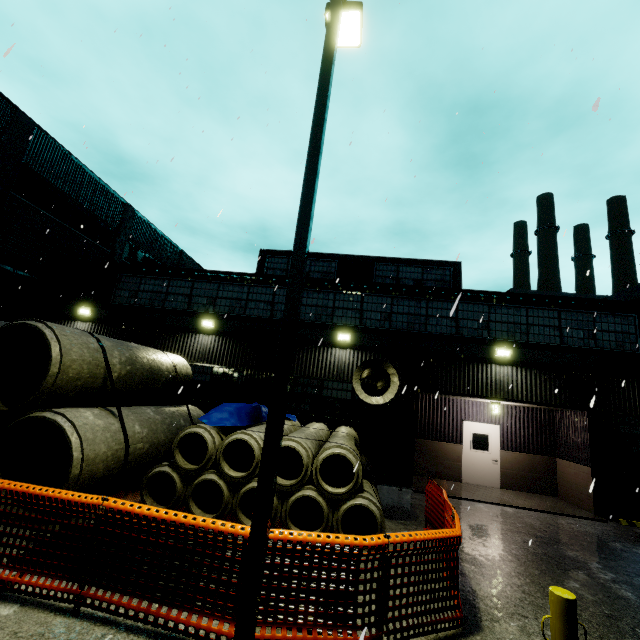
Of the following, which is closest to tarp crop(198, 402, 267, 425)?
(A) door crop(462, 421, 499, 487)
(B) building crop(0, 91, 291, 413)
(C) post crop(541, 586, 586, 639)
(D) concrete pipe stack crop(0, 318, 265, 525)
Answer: (D) concrete pipe stack crop(0, 318, 265, 525)

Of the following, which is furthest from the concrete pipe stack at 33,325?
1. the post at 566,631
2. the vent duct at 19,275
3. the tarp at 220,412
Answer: the post at 566,631

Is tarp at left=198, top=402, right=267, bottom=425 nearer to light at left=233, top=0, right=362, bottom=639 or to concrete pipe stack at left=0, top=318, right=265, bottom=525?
concrete pipe stack at left=0, top=318, right=265, bottom=525

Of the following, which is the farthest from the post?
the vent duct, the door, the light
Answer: the door

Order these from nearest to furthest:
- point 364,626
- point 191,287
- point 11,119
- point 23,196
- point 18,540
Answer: point 364,626, point 18,540, point 191,287, point 11,119, point 23,196

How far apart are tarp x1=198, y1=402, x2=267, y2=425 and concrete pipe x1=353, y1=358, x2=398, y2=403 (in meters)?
0.78

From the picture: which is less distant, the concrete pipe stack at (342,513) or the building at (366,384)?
the concrete pipe stack at (342,513)

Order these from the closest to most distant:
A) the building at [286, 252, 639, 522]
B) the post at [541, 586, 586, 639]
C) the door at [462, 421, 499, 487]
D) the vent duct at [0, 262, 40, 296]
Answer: the post at [541, 586, 586, 639] → the building at [286, 252, 639, 522] → the door at [462, 421, 499, 487] → the vent duct at [0, 262, 40, 296]
